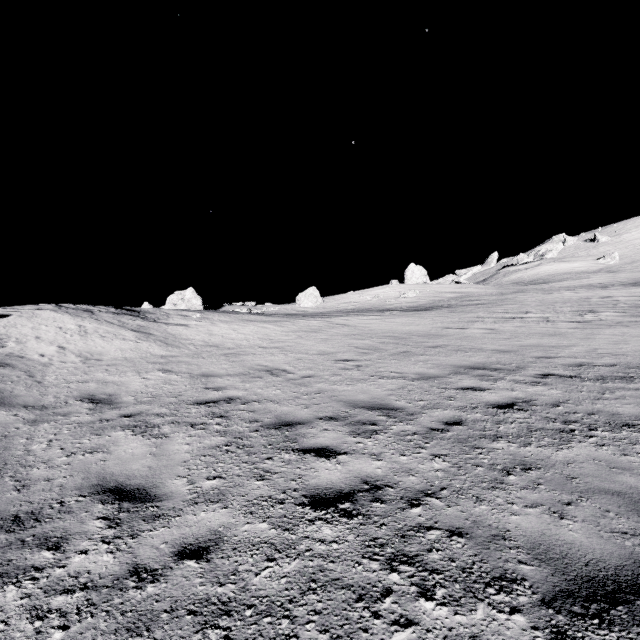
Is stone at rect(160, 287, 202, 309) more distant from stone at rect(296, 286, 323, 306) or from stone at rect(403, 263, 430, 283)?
stone at rect(403, 263, 430, 283)

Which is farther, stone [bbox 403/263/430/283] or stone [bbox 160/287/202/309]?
stone [bbox 403/263/430/283]

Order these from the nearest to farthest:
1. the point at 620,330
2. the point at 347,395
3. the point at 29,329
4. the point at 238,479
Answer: the point at 238,479, the point at 347,395, the point at 29,329, the point at 620,330

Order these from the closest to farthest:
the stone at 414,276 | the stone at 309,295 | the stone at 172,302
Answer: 1. the stone at 172,302
2. the stone at 309,295
3. the stone at 414,276

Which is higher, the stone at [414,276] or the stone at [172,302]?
the stone at [172,302]

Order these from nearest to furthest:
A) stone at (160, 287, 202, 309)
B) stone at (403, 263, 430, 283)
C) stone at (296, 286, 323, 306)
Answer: stone at (160, 287, 202, 309)
stone at (296, 286, 323, 306)
stone at (403, 263, 430, 283)

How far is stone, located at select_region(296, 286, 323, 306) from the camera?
39.1 meters

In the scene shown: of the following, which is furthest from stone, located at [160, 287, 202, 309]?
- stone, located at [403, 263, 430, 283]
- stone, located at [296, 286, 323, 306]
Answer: stone, located at [403, 263, 430, 283]
